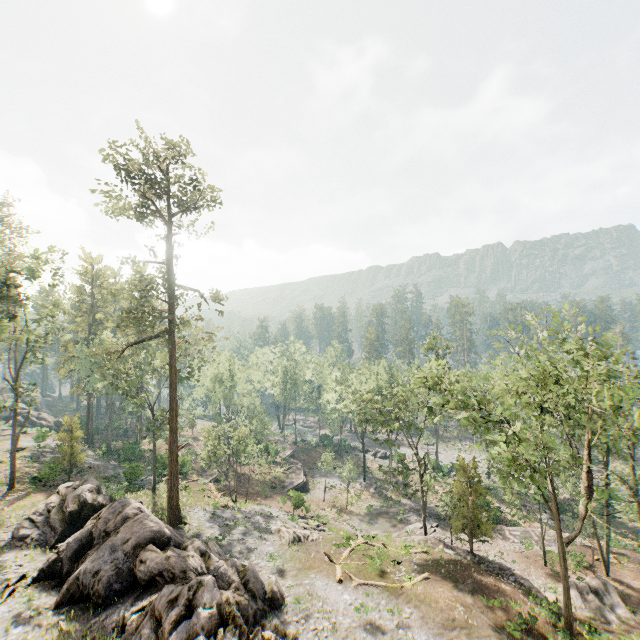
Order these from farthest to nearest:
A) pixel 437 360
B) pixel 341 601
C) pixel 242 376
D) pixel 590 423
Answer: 1. pixel 242 376
2. pixel 437 360
3. pixel 341 601
4. pixel 590 423

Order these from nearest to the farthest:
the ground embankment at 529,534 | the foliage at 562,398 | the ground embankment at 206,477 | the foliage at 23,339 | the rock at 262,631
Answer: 1. the rock at 262,631
2. the foliage at 562,398
3. the foliage at 23,339
4. the ground embankment at 529,534
5. the ground embankment at 206,477

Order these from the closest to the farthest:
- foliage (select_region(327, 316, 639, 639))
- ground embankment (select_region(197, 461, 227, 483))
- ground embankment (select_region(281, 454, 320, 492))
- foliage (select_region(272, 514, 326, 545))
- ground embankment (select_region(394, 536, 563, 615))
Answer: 1. foliage (select_region(327, 316, 639, 639))
2. ground embankment (select_region(394, 536, 563, 615))
3. foliage (select_region(272, 514, 326, 545))
4. ground embankment (select_region(197, 461, 227, 483))
5. ground embankment (select_region(281, 454, 320, 492))

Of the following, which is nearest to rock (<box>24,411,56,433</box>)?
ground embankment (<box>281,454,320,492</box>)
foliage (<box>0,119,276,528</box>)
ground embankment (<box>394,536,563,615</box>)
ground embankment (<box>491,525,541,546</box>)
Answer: foliage (<box>0,119,276,528</box>)

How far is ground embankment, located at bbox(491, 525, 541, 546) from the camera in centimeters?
3319cm

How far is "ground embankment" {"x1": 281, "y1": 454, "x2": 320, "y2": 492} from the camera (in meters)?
46.26

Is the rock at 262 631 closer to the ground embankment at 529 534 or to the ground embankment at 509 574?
the ground embankment at 509 574

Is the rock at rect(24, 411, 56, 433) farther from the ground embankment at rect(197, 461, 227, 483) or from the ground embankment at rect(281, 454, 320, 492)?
the ground embankment at rect(281, 454, 320, 492)
